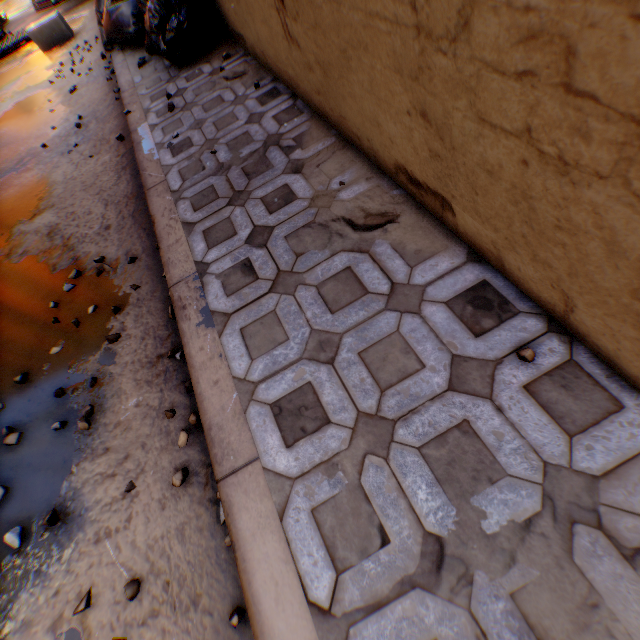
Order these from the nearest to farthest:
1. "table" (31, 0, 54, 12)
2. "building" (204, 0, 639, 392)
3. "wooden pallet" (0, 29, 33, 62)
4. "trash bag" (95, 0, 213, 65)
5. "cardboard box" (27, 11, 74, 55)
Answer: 1. "building" (204, 0, 639, 392)
2. "trash bag" (95, 0, 213, 65)
3. "cardboard box" (27, 11, 74, 55)
4. "wooden pallet" (0, 29, 33, 62)
5. "table" (31, 0, 54, 12)

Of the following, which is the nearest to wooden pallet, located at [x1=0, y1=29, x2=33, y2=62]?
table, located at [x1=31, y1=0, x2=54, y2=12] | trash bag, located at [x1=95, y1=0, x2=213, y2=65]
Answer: table, located at [x1=31, y1=0, x2=54, y2=12]

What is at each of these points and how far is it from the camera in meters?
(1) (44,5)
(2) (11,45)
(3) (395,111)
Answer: (1) table, 10.0 m
(2) wooden pallet, 7.8 m
(3) building, 1.4 m

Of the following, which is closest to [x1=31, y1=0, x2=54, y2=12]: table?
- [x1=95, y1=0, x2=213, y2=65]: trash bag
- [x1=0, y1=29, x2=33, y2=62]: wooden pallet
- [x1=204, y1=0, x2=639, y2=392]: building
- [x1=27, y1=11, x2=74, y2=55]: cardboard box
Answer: [x1=204, y1=0, x2=639, y2=392]: building

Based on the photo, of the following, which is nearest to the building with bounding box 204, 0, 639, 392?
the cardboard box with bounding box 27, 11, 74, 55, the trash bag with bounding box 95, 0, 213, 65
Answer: the trash bag with bounding box 95, 0, 213, 65

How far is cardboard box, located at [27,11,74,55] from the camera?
6.6 meters

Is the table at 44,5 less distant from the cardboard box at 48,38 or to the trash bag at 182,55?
the cardboard box at 48,38

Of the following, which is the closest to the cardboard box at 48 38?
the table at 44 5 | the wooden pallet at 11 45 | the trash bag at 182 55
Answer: the wooden pallet at 11 45
